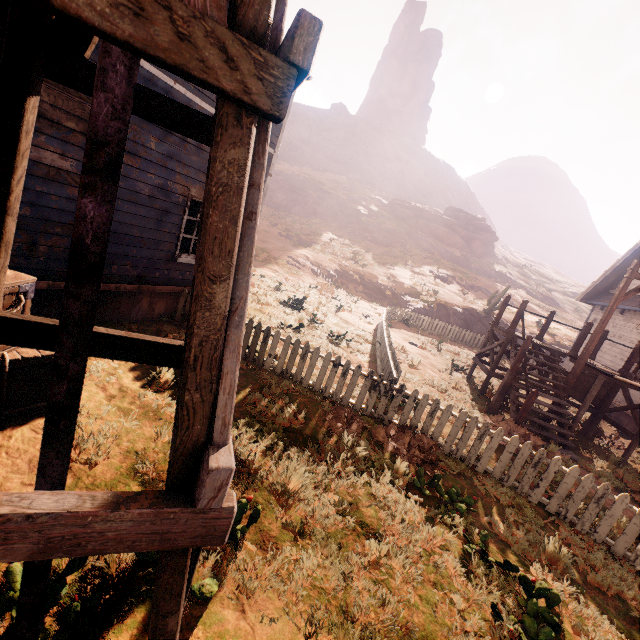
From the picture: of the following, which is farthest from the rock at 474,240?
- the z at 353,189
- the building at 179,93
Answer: the building at 179,93

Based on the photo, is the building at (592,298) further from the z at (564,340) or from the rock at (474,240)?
the rock at (474,240)

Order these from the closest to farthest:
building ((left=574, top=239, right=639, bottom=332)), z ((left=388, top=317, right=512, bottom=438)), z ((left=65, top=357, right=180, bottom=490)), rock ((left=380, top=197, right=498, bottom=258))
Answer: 1. z ((left=65, top=357, right=180, bottom=490))
2. z ((left=388, top=317, right=512, bottom=438))
3. building ((left=574, top=239, right=639, bottom=332))
4. rock ((left=380, top=197, right=498, bottom=258))

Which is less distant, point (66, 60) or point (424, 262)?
point (66, 60)

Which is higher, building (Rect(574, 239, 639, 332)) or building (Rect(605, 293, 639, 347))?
building (Rect(574, 239, 639, 332))

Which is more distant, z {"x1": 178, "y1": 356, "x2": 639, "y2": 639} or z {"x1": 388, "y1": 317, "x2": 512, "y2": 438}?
z {"x1": 388, "y1": 317, "x2": 512, "y2": 438}

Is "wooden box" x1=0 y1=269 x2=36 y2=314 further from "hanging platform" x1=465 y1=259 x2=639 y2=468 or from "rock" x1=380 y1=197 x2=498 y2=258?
"rock" x1=380 y1=197 x2=498 y2=258
